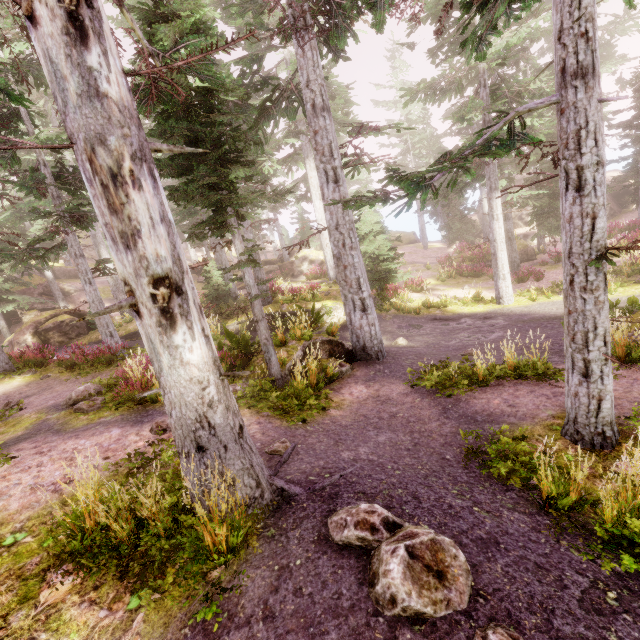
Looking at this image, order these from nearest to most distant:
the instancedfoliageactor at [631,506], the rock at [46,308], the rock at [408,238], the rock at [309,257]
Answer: the instancedfoliageactor at [631,506]
the rock at [46,308]
the rock at [309,257]
the rock at [408,238]

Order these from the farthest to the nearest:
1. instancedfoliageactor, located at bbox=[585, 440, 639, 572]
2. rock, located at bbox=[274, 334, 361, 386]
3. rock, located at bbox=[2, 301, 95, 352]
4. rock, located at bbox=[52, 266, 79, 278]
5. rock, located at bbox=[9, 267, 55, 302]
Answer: rock, located at bbox=[52, 266, 79, 278], rock, located at bbox=[9, 267, 55, 302], rock, located at bbox=[2, 301, 95, 352], rock, located at bbox=[274, 334, 361, 386], instancedfoliageactor, located at bbox=[585, 440, 639, 572]

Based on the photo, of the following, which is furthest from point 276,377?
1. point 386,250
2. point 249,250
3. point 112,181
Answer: point 386,250

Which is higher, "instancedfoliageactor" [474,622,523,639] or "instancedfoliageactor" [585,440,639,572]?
"instancedfoliageactor" [474,622,523,639]

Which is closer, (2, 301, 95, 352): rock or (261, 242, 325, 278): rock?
(2, 301, 95, 352): rock

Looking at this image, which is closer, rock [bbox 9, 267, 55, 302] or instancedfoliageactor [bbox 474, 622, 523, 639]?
instancedfoliageactor [bbox 474, 622, 523, 639]

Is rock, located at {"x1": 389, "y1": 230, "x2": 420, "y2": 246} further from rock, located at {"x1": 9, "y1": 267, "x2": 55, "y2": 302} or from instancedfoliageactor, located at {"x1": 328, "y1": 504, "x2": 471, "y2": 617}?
rock, located at {"x1": 9, "y1": 267, "x2": 55, "y2": 302}

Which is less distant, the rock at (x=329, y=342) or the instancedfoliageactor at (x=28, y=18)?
the instancedfoliageactor at (x=28, y=18)
